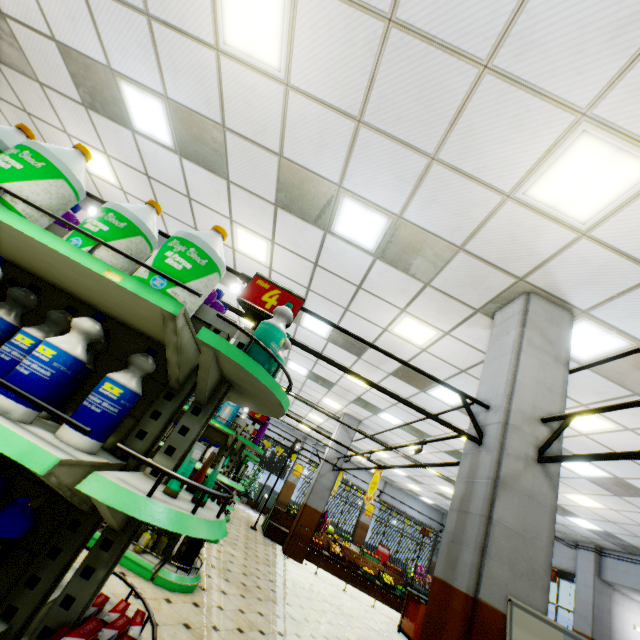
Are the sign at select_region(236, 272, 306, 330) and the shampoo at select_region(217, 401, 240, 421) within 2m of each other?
no

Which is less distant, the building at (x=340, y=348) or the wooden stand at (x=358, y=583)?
the building at (x=340, y=348)

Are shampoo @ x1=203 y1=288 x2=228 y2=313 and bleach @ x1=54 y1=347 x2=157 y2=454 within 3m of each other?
yes

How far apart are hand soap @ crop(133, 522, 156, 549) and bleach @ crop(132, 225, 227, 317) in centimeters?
412cm

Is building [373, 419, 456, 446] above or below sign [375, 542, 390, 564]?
above

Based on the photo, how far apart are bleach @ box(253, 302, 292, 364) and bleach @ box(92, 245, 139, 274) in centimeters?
32cm

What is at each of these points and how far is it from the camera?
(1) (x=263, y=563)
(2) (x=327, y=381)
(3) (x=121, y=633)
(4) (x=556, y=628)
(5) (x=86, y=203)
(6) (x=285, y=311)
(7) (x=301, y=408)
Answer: (1) building, 7.73m
(2) building, 10.61m
(3) toothpaste, 1.32m
(4) sign, 2.24m
(5) building, 8.05m
(6) bleach, 1.69m
(7) building, 15.35m

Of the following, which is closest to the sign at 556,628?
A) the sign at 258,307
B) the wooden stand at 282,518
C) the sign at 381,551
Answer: the sign at 258,307
